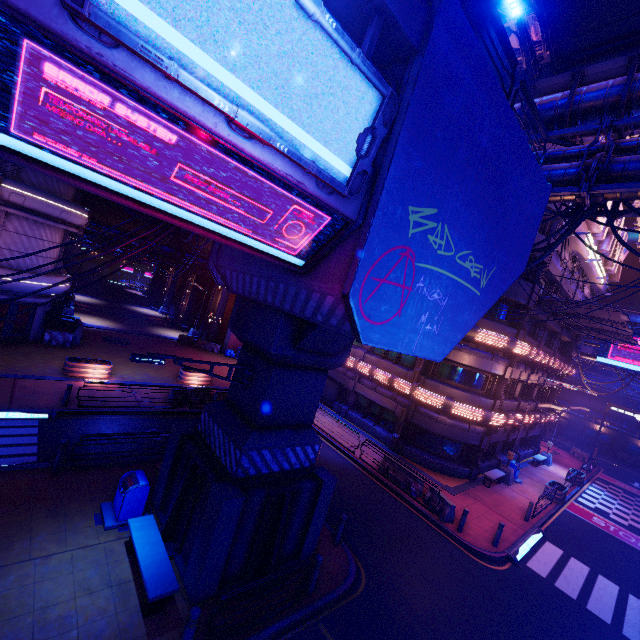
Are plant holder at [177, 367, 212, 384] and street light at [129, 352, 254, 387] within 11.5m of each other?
no

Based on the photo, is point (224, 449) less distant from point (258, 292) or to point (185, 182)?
point (258, 292)

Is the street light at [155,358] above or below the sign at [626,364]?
below

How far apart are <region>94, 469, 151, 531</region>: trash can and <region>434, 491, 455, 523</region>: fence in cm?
1220

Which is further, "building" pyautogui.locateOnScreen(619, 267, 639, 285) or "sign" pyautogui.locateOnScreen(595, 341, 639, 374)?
"building" pyautogui.locateOnScreen(619, 267, 639, 285)

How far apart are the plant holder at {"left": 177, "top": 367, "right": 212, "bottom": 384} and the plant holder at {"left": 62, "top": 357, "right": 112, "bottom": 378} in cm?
410

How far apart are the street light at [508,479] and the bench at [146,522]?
21.7 meters

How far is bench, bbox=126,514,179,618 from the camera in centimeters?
713cm
